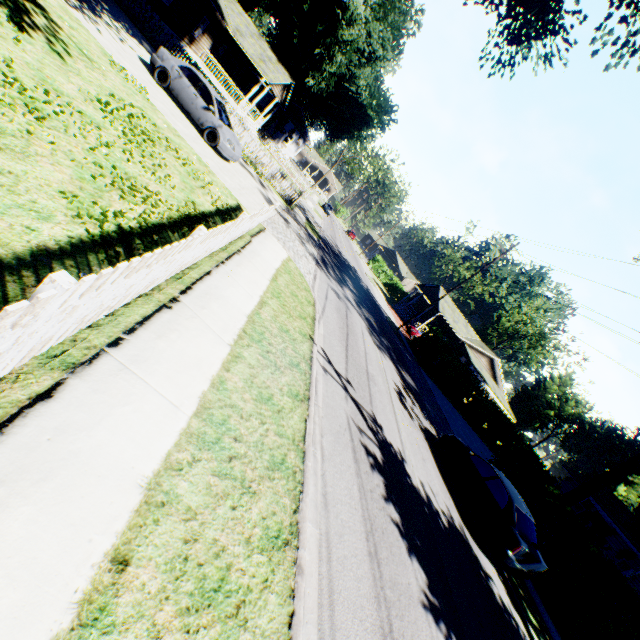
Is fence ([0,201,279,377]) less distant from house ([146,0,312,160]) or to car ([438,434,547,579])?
house ([146,0,312,160])

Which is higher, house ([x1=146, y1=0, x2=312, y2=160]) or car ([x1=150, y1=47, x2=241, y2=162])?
house ([x1=146, y1=0, x2=312, y2=160])

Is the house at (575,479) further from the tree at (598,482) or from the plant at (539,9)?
the plant at (539,9)

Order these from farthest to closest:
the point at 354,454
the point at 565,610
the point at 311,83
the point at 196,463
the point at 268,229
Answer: the point at 311,83 → the point at 268,229 → the point at 565,610 → the point at 354,454 → the point at 196,463

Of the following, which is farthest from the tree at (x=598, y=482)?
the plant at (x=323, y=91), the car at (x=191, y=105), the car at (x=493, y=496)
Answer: the car at (x=191, y=105)

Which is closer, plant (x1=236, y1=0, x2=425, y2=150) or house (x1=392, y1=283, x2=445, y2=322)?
plant (x1=236, y1=0, x2=425, y2=150)

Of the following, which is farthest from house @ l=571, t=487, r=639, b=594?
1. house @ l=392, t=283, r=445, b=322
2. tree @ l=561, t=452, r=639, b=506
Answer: house @ l=392, t=283, r=445, b=322

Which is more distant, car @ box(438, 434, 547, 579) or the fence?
car @ box(438, 434, 547, 579)
